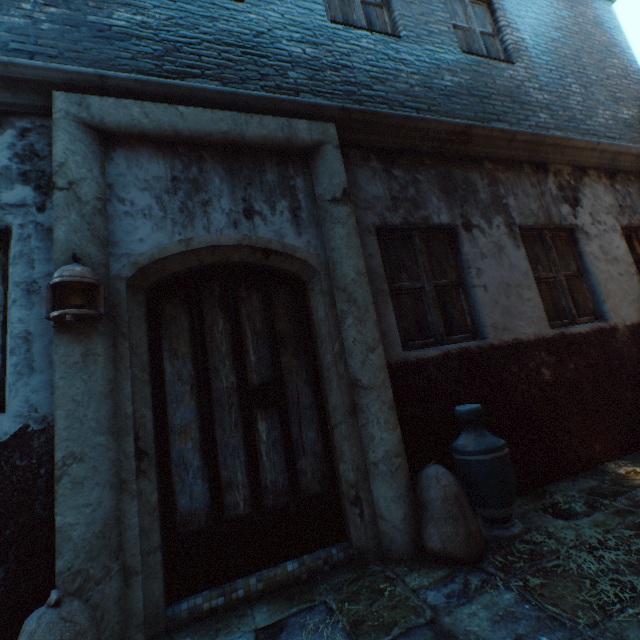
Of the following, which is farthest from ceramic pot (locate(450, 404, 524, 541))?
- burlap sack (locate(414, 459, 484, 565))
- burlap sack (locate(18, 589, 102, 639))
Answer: burlap sack (locate(18, 589, 102, 639))

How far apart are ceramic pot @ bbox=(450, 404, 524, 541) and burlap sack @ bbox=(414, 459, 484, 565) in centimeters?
9cm

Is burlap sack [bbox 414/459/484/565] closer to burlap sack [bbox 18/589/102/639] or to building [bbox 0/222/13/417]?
building [bbox 0/222/13/417]

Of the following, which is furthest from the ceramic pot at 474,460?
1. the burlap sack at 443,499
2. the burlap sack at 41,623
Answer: the burlap sack at 41,623

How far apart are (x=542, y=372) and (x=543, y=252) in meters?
1.6

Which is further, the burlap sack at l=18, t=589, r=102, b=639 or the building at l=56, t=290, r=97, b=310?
the building at l=56, t=290, r=97, b=310

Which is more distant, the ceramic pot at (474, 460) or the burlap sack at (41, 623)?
the ceramic pot at (474, 460)

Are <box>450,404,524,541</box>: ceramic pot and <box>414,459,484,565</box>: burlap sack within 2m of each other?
yes
